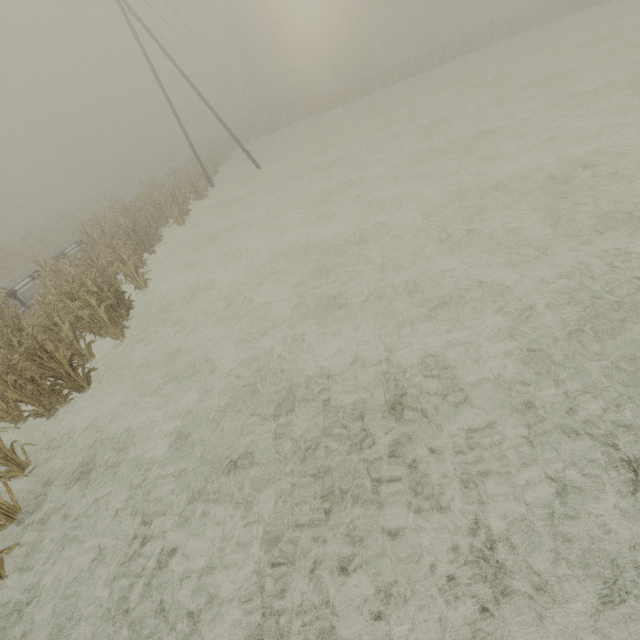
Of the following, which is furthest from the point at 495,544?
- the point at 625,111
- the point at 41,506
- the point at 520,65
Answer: the point at 520,65

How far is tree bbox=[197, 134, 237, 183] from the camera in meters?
28.2

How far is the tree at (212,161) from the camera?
28.2m

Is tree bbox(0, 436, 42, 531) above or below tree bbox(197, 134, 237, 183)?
below

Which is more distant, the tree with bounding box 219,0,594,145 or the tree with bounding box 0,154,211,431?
the tree with bounding box 219,0,594,145

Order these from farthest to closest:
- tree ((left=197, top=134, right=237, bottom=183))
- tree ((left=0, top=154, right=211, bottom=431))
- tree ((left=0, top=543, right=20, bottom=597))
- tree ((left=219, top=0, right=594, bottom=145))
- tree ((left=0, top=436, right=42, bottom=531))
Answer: tree ((left=219, top=0, right=594, bottom=145)) < tree ((left=197, top=134, right=237, bottom=183)) < tree ((left=0, top=154, right=211, bottom=431)) < tree ((left=0, top=436, right=42, bottom=531)) < tree ((left=0, top=543, right=20, bottom=597))

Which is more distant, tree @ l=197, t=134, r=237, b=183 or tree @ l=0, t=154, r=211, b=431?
tree @ l=197, t=134, r=237, b=183

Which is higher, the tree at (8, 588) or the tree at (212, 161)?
the tree at (212, 161)
